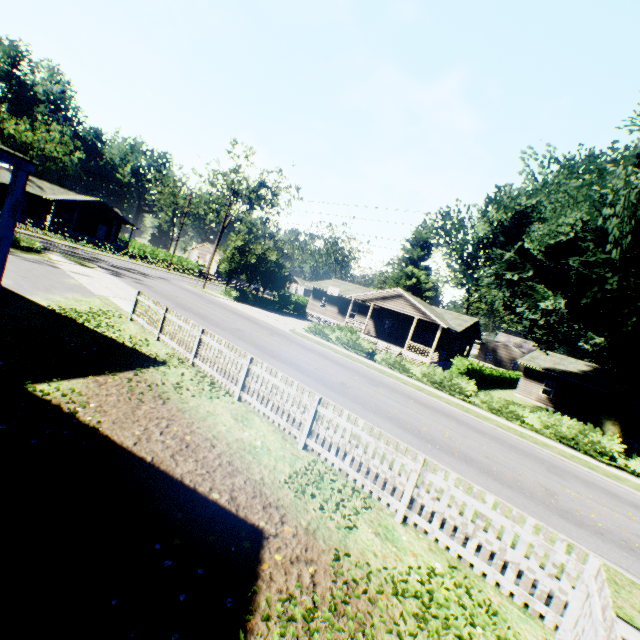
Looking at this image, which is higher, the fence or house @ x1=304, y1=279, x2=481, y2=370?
house @ x1=304, y1=279, x2=481, y2=370

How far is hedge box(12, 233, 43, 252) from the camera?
21.8m

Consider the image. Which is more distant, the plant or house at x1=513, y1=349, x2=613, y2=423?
house at x1=513, y1=349, x2=613, y2=423

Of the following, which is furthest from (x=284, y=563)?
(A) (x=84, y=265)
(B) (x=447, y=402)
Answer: (A) (x=84, y=265)

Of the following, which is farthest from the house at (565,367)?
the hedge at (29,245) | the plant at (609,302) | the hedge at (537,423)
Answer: the hedge at (29,245)

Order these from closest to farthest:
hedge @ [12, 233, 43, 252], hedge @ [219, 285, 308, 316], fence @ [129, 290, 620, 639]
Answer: fence @ [129, 290, 620, 639]
hedge @ [12, 233, 43, 252]
hedge @ [219, 285, 308, 316]

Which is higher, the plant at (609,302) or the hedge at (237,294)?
the plant at (609,302)

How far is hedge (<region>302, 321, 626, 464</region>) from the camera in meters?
16.2
